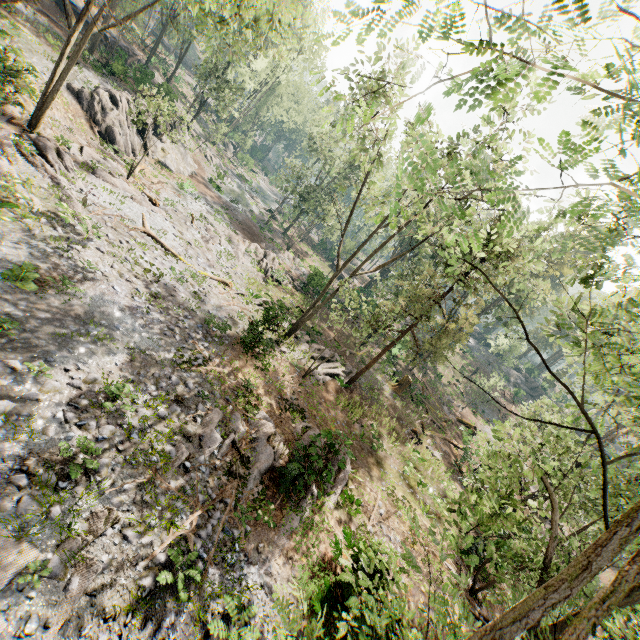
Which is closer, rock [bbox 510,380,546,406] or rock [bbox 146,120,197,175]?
rock [bbox 146,120,197,175]

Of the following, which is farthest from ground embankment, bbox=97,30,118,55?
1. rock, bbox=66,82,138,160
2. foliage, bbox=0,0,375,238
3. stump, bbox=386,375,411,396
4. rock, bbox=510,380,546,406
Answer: rock, bbox=510,380,546,406

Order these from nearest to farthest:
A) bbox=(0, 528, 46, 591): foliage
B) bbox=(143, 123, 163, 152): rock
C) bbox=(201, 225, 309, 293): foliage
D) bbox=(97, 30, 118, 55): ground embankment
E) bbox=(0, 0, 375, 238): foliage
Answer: bbox=(0, 528, 46, 591): foliage, bbox=(0, 0, 375, 238): foliage, bbox=(201, 225, 309, 293): foliage, bbox=(143, 123, 163, 152): rock, bbox=(97, 30, 118, 55): ground embankment

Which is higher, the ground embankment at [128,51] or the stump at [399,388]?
the ground embankment at [128,51]

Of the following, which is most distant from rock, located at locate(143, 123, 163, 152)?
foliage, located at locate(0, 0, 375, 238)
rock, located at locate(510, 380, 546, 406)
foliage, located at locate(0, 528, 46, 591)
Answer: rock, located at locate(510, 380, 546, 406)

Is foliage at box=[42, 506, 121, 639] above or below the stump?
below

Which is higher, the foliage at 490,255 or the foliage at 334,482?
the foliage at 490,255

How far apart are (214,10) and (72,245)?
41.3 meters
